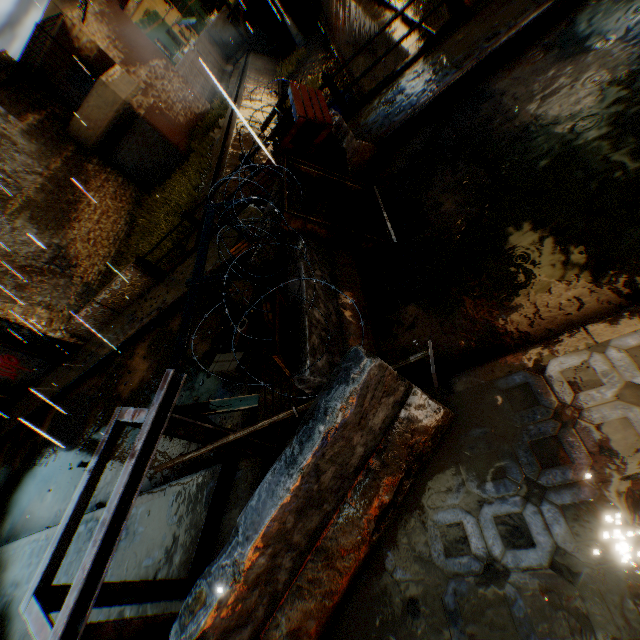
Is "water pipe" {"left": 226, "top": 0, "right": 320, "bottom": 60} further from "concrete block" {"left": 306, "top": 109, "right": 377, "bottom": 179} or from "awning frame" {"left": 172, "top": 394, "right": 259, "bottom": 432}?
"awning frame" {"left": 172, "top": 394, "right": 259, "bottom": 432}

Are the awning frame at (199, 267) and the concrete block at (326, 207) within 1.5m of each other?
yes

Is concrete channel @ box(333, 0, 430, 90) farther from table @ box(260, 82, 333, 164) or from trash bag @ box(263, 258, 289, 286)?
trash bag @ box(263, 258, 289, 286)

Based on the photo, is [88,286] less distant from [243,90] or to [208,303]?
[208,303]

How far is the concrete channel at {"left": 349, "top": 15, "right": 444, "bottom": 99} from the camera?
7.9 meters

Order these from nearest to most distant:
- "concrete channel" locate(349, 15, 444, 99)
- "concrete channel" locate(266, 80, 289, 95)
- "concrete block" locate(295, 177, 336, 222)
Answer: "concrete block" locate(295, 177, 336, 222), "concrete channel" locate(349, 15, 444, 99), "concrete channel" locate(266, 80, 289, 95)

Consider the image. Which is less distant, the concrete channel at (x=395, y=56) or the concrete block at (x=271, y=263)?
the concrete block at (x=271, y=263)

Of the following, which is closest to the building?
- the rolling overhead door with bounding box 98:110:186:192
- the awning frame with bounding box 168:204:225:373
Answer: the rolling overhead door with bounding box 98:110:186:192
